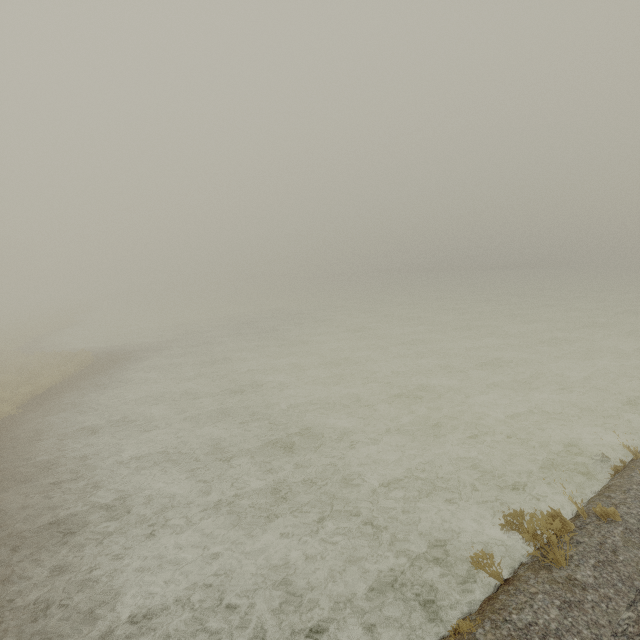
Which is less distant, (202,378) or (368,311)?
(202,378)
